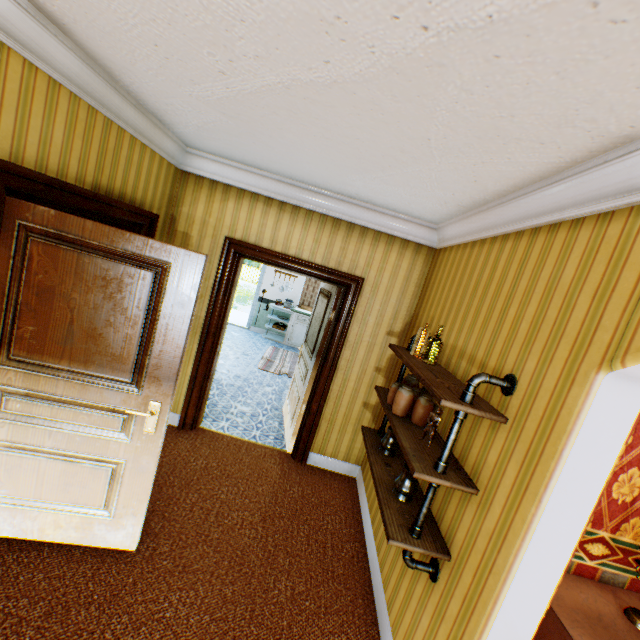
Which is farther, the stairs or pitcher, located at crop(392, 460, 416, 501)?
the stairs

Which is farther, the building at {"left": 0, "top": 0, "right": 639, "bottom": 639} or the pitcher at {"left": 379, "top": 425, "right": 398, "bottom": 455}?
the pitcher at {"left": 379, "top": 425, "right": 398, "bottom": 455}

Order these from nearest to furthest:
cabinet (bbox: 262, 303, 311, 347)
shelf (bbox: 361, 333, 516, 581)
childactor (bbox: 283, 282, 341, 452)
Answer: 1. shelf (bbox: 361, 333, 516, 581)
2. childactor (bbox: 283, 282, 341, 452)
3. cabinet (bbox: 262, 303, 311, 347)

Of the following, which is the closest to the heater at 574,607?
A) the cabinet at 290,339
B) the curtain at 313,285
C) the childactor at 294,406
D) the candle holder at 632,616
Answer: the candle holder at 632,616

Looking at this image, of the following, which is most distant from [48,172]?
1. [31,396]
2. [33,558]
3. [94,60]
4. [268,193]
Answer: [33,558]

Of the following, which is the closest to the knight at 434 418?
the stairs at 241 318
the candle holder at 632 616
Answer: the candle holder at 632 616

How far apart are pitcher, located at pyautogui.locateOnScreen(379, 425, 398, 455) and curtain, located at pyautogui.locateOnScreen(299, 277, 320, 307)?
7.0 meters

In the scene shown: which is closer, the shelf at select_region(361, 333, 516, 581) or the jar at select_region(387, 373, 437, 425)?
the shelf at select_region(361, 333, 516, 581)
